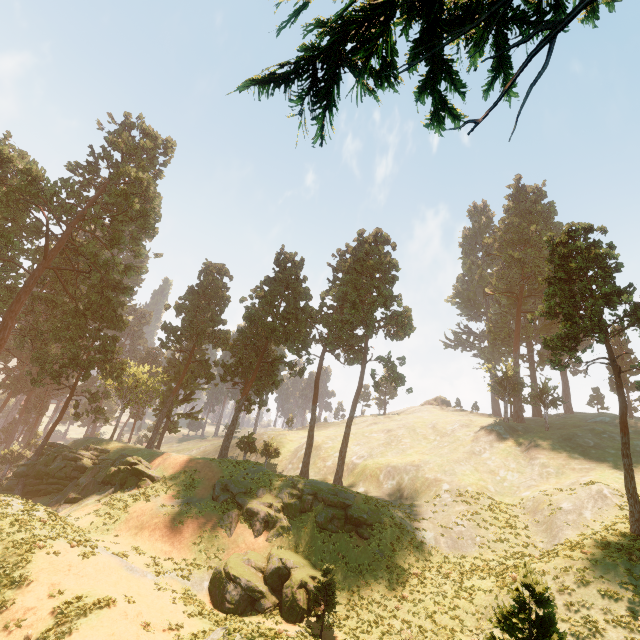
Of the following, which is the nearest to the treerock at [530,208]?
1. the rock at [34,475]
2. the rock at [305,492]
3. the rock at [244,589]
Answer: the rock at [34,475]

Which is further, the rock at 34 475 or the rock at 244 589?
the rock at 34 475

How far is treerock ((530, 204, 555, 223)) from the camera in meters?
58.2

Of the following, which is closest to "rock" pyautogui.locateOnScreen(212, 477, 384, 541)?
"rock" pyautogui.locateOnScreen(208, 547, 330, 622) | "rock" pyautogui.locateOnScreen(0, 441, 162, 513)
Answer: "rock" pyautogui.locateOnScreen(208, 547, 330, 622)

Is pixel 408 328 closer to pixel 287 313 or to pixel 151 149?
pixel 287 313

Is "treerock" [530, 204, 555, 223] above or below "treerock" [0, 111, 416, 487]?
above

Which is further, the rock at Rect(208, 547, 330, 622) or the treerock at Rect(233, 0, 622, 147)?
the rock at Rect(208, 547, 330, 622)
